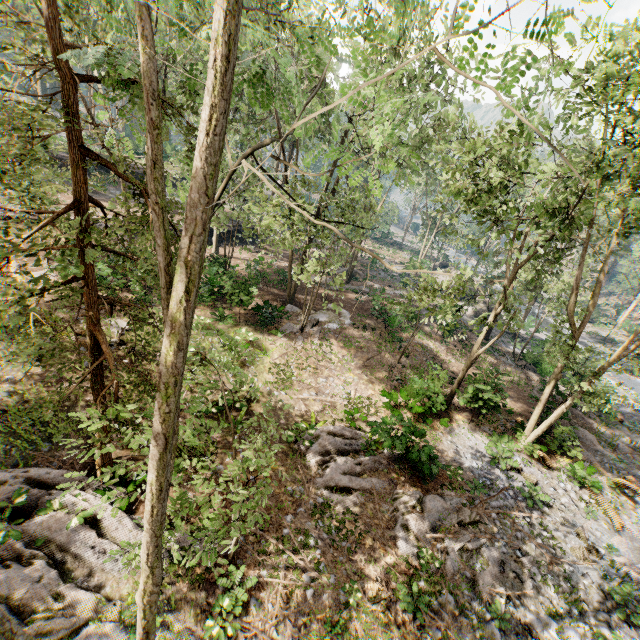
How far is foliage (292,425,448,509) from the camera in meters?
11.9

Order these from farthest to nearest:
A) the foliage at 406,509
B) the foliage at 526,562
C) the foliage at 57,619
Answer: the foliage at 526,562 → the foliage at 406,509 → the foliage at 57,619

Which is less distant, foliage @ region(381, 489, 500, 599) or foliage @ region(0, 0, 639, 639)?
foliage @ region(0, 0, 639, 639)

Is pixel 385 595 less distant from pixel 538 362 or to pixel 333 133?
pixel 333 133

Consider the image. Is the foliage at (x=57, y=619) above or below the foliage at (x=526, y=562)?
above

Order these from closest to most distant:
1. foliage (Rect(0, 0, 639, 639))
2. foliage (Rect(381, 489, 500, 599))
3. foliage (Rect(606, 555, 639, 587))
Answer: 1. foliage (Rect(0, 0, 639, 639))
2. foliage (Rect(381, 489, 500, 599))
3. foliage (Rect(606, 555, 639, 587))
